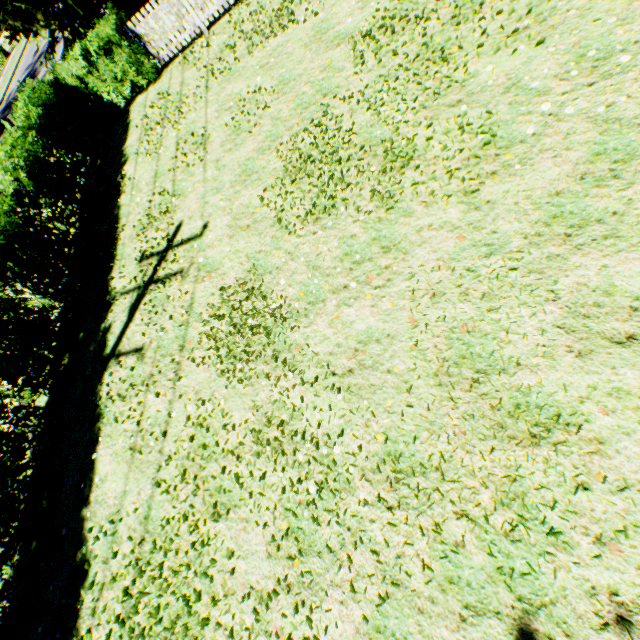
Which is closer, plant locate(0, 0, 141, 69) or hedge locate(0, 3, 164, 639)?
hedge locate(0, 3, 164, 639)

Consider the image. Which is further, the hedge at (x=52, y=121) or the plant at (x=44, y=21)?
the plant at (x=44, y=21)

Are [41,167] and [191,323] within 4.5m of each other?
no
